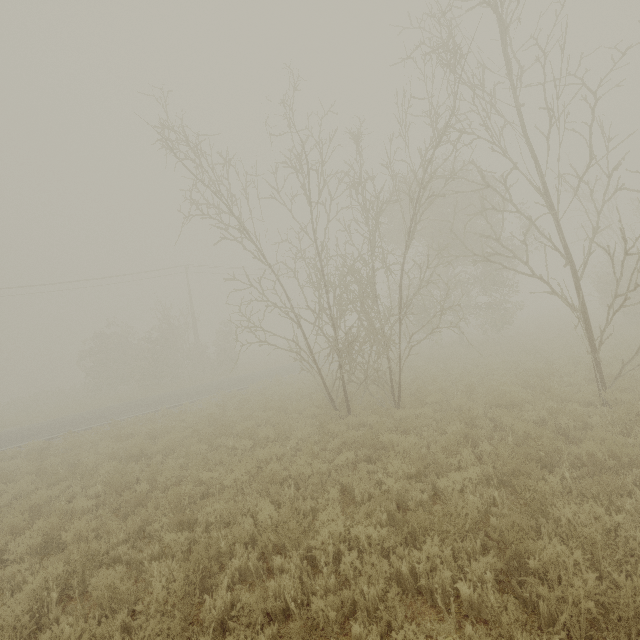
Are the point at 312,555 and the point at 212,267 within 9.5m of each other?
no
